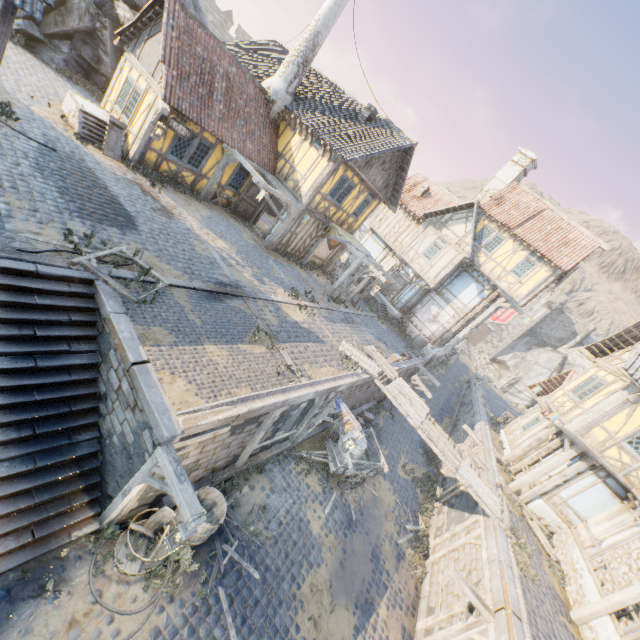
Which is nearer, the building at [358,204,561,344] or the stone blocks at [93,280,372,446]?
the stone blocks at [93,280,372,446]

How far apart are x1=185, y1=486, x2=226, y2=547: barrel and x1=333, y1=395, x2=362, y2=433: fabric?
4.3m

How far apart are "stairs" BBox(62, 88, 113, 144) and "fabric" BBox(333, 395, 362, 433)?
12.9 meters

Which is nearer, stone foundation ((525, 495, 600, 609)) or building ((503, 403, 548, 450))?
stone foundation ((525, 495, 600, 609))

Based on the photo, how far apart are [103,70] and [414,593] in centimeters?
2724cm

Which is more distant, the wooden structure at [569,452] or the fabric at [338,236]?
the fabric at [338,236]

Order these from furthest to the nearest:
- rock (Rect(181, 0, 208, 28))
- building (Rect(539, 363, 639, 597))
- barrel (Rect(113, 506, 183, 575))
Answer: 1. rock (Rect(181, 0, 208, 28))
2. building (Rect(539, 363, 639, 597))
3. barrel (Rect(113, 506, 183, 575))

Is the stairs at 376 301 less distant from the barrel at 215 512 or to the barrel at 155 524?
the barrel at 215 512
